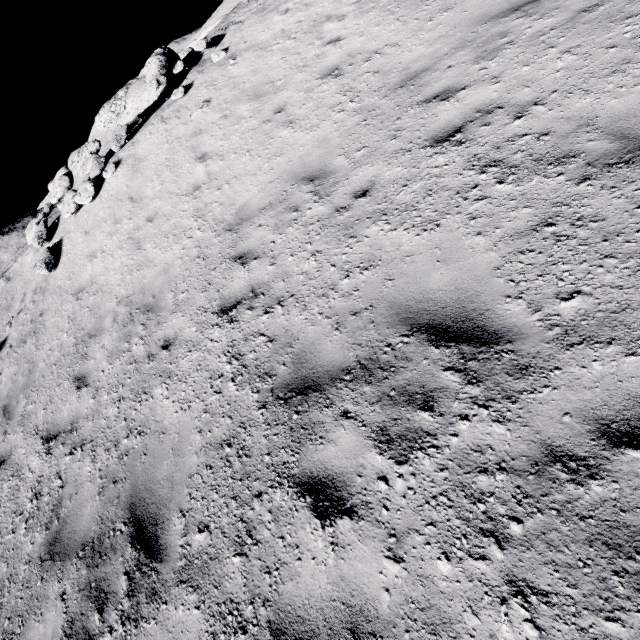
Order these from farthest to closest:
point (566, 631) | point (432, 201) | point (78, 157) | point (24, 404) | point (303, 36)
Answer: point (78, 157)
point (303, 36)
point (24, 404)
point (432, 201)
point (566, 631)

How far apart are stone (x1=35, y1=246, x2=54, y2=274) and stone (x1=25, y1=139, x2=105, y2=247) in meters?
2.6 m

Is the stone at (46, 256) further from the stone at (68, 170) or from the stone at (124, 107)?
the stone at (124, 107)

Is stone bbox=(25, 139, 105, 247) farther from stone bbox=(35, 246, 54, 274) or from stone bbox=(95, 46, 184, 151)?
stone bbox=(35, 246, 54, 274)

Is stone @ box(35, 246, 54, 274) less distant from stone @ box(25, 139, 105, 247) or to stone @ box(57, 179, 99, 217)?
stone @ box(57, 179, 99, 217)

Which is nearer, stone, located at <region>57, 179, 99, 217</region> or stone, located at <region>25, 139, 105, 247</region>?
stone, located at <region>57, 179, 99, 217</region>

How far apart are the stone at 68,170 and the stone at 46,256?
2.6 meters

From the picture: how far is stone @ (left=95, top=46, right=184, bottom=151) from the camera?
10.5m
